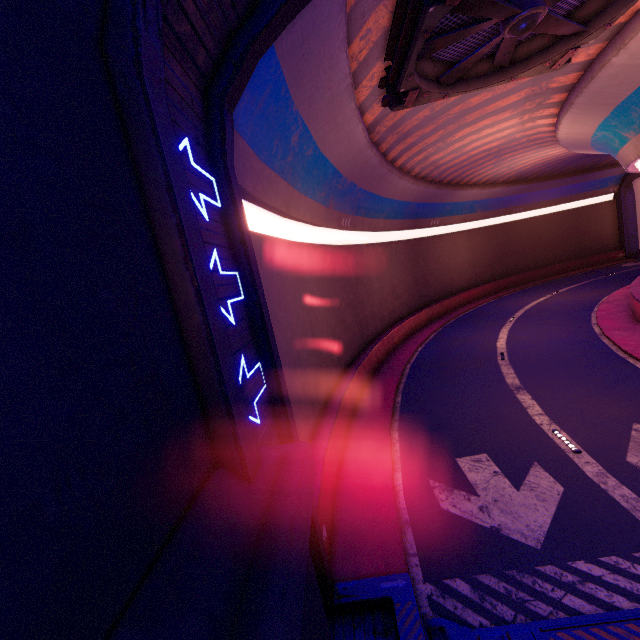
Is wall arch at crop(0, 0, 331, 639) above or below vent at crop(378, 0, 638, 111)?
below

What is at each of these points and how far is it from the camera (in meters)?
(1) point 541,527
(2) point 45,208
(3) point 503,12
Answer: (1) tunnel, 6.91
(2) wall arch, 1.81
(3) vent, 7.18

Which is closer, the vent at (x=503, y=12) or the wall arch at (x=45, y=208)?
the wall arch at (x=45, y=208)

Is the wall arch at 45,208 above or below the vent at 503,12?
below

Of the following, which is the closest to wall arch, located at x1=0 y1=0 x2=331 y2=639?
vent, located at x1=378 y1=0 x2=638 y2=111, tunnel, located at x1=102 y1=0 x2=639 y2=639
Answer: tunnel, located at x1=102 y1=0 x2=639 y2=639

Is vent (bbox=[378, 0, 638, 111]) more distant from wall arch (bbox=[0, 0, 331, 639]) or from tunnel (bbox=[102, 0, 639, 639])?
wall arch (bbox=[0, 0, 331, 639])

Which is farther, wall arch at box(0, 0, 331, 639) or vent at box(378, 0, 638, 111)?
vent at box(378, 0, 638, 111)

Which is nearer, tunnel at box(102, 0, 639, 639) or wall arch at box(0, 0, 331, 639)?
wall arch at box(0, 0, 331, 639)
